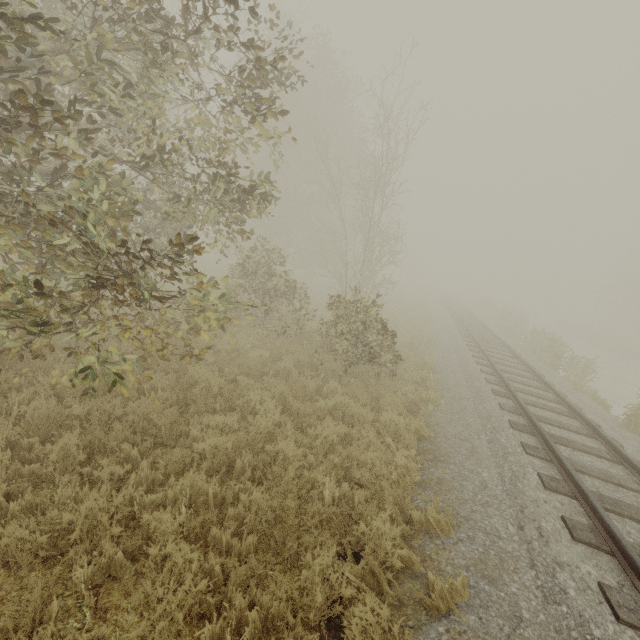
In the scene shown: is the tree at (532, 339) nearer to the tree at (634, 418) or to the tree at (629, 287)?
the tree at (634, 418)

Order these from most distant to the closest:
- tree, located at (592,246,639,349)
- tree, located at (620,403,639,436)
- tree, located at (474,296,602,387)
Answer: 1. tree, located at (592,246,639,349)
2. tree, located at (474,296,602,387)
3. tree, located at (620,403,639,436)

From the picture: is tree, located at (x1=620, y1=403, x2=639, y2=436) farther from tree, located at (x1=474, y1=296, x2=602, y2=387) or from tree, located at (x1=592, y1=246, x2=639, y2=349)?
tree, located at (x1=592, y1=246, x2=639, y2=349)

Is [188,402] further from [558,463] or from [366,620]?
[558,463]

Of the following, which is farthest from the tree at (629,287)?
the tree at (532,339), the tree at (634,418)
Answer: the tree at (634,418)

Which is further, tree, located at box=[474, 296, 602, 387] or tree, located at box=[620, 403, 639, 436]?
tree, located at box=[474, 296, 602, 387]

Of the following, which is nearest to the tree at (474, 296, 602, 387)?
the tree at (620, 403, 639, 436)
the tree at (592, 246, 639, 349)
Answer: the tree at (620, 403, 639, 436)
